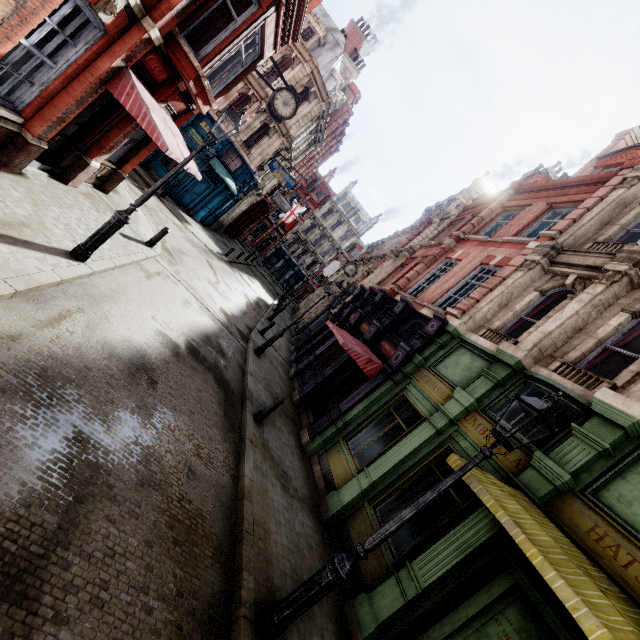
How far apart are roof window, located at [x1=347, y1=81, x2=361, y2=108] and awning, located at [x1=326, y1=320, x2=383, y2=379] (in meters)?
30.72

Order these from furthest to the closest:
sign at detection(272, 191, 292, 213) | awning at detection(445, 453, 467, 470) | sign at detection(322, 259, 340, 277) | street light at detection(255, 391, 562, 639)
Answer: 1. sign at detection(322, 259, 340, 277)
2. sign at detection(272, 191, 292, 213)
3. awning at detection(445, 453, 467, 470)
4. street light at detection(255, 391, 562, 639)

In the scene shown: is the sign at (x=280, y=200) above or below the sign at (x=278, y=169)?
below

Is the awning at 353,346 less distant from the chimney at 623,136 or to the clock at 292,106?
the clock at 292,106

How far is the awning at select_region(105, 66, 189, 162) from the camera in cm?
716

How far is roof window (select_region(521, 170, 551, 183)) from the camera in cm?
1691

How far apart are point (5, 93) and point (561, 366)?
12.95m

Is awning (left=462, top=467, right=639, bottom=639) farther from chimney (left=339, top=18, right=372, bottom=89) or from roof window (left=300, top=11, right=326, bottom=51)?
chimney (left=339, top=18, right=372, bottom=89)
